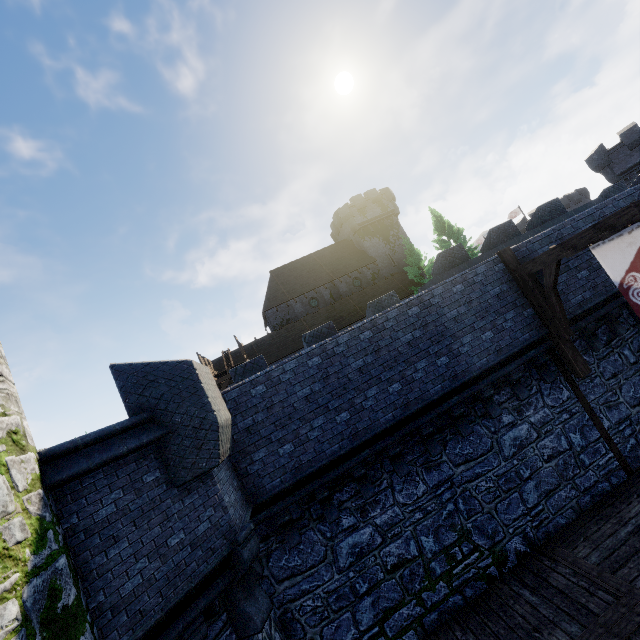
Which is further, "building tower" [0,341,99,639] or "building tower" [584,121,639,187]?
"building tower" [584,121,639,187]

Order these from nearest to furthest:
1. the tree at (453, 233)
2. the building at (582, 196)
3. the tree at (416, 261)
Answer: the tree at (416, 261)
the tree at (453, 233)
the building at (582, 196)

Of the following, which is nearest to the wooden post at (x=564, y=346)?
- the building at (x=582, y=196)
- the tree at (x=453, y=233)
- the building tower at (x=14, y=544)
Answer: the building tower at (x=14, y=544)

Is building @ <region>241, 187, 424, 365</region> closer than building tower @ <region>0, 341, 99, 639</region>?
No

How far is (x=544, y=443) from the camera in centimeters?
866cm

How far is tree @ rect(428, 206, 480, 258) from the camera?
34.6 meters

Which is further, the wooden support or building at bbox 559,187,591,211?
building at bbox 559,187,591,211

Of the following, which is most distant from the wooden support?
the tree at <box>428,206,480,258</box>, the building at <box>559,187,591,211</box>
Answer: the building at <box>559,187,591,211</box>
